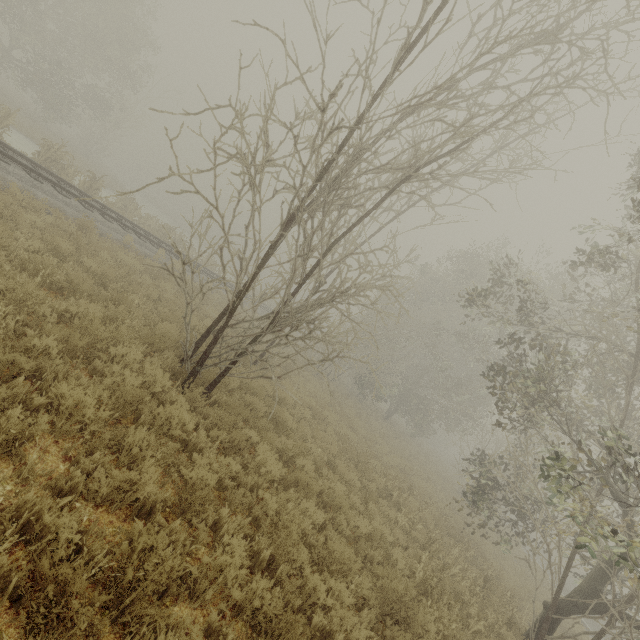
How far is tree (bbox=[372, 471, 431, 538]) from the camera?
8.8 meters

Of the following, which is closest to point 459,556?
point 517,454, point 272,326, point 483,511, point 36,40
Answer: point 483,511

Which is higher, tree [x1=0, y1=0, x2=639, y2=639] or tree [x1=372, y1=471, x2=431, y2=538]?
tree [x1=0, y1=0, x2=639, y2=639]

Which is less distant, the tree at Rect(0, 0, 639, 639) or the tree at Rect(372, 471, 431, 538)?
the tree at Rect(0, 0, 639, 639)

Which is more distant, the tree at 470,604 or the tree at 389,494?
the tree at 389,494

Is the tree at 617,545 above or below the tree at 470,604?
above
